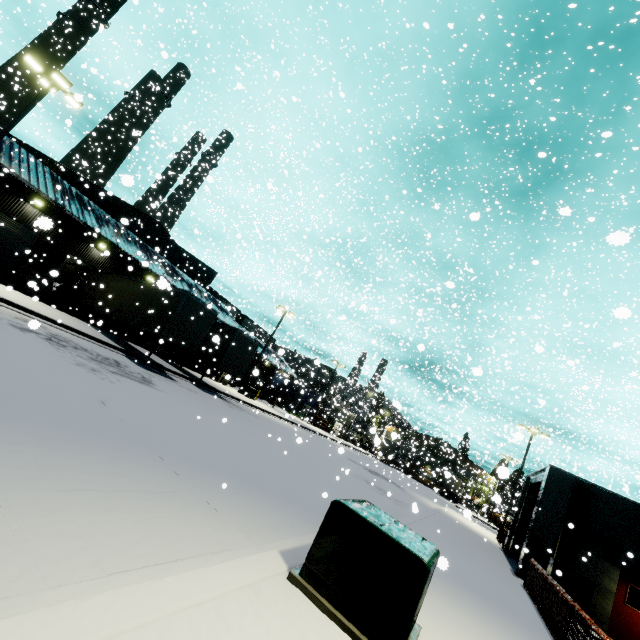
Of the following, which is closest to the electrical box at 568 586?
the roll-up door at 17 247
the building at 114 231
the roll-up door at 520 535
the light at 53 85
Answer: the building at 114 231

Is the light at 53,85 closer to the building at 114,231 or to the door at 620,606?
the building at 114,231

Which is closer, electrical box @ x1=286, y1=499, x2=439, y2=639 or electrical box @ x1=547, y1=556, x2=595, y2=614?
electrical box @ x1=286, y1=499, x2=439, y2=639

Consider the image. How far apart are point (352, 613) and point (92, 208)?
30.0m

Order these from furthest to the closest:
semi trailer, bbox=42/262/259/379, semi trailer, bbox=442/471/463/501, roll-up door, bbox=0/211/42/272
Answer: semi trailer, bbox=442/471/463/501 < roll-up door, bbox=0/211/42/272 < semi trailer, bbox=42/262/259/379

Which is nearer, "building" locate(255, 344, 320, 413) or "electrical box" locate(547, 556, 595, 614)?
"electrical box" locate(547, 556, 595, 614)

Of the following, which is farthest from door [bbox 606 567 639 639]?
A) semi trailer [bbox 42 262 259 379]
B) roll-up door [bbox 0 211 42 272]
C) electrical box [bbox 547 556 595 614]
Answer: roll-up door [bbox 0 211 42 272]

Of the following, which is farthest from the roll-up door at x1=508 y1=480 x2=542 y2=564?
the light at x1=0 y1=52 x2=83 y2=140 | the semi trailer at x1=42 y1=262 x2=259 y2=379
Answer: the light at x1=0 y1=52 x2=83 y2=140
